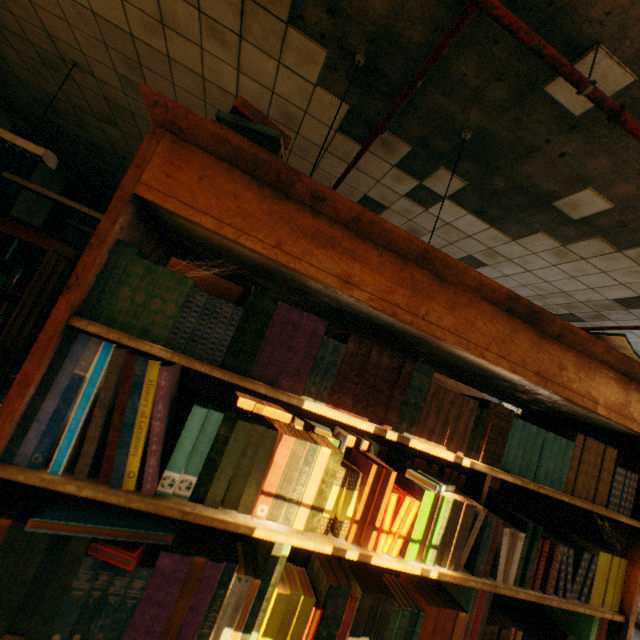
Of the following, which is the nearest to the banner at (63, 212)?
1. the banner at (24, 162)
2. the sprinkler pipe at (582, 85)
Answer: the sprinkler pipe at (582, 85)

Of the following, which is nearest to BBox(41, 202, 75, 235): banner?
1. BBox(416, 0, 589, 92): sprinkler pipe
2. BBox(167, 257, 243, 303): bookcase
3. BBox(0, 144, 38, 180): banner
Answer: BBox(416, 0, 589, 92): sprinkler pipe

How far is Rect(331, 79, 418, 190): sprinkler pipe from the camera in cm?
209

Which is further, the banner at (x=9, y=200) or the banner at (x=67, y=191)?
the banner at (x=67, y=191)

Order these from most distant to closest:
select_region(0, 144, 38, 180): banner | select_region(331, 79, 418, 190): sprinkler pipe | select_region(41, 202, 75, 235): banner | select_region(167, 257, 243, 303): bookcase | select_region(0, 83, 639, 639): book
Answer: select_region(41, 202, 75, 235): banner → select_region(0, 144, 38, 180): banner → select_region(331, 79, 418, 190): sprinkler pipe → select_region(167, 257, 243, 303): bookcase → select_region(0, 83, 639, 639): book

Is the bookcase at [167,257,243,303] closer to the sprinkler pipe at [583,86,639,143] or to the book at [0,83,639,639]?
the book at [0,83,639,639]

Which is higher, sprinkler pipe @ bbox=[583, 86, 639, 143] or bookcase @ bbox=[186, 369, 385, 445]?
sprinkler pipe @ bbox=[583, 86, 639, 143]

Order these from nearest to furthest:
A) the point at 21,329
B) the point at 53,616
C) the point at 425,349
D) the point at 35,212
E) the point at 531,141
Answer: the point at 53,616 → the point at 425,349 → the point at 531,141 → the point at 21,329 → the point at 35,212
